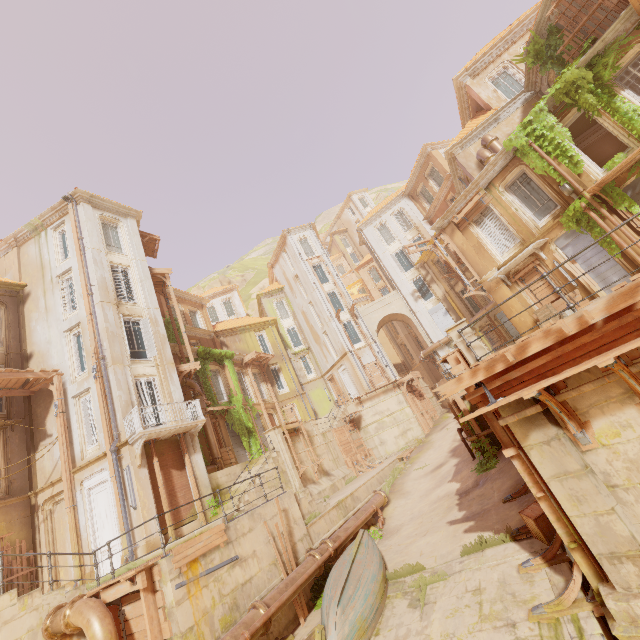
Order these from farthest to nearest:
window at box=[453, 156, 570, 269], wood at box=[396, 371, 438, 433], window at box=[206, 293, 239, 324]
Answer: window at box=[206, 293, 239, 324], wood at box=[396, 371, 438, 433], window at box=[453, 156, 570, 269]

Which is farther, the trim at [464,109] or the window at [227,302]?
the window at [227,302]

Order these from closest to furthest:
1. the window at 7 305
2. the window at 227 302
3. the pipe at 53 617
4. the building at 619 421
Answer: the building at 619 421, the pipe at 53 617, the window at 7 305, the window at 227 302

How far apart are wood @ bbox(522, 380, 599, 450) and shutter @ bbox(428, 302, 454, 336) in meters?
25.9 m

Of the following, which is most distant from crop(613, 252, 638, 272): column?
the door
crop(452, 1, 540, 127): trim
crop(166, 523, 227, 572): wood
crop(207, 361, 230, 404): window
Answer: the door

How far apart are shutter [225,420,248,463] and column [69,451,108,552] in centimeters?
799cm

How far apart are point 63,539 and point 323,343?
24.39m

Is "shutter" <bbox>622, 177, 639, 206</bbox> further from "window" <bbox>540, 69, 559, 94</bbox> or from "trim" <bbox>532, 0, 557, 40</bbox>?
"trim" <bbox>532, 0, 557, 40</bbox>
